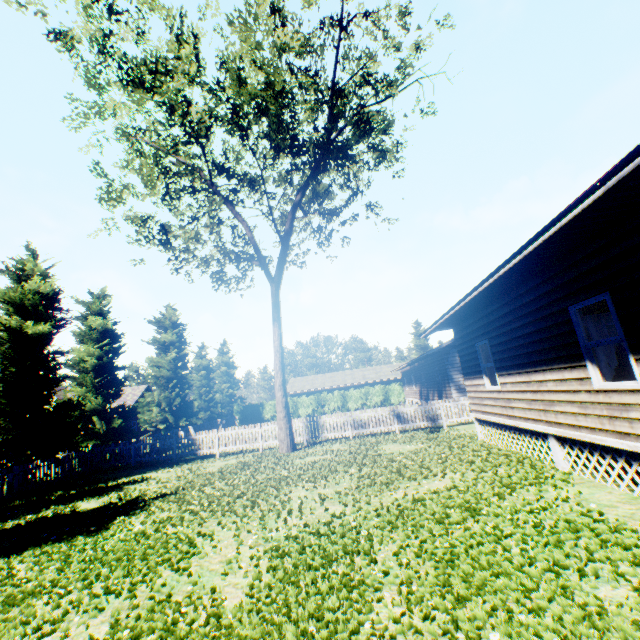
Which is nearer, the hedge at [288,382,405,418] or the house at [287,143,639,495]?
the house at [287,143,639,495]

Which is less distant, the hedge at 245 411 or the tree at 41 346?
the tree at 41 346

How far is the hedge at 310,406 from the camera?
41.6m

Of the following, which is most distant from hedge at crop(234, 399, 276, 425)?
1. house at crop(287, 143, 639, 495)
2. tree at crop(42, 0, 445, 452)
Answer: house at crop(287, 143, 639, 495)

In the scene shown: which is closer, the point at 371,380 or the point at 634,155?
the point at 634,155

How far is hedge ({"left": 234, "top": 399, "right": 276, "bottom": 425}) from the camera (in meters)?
42.59
